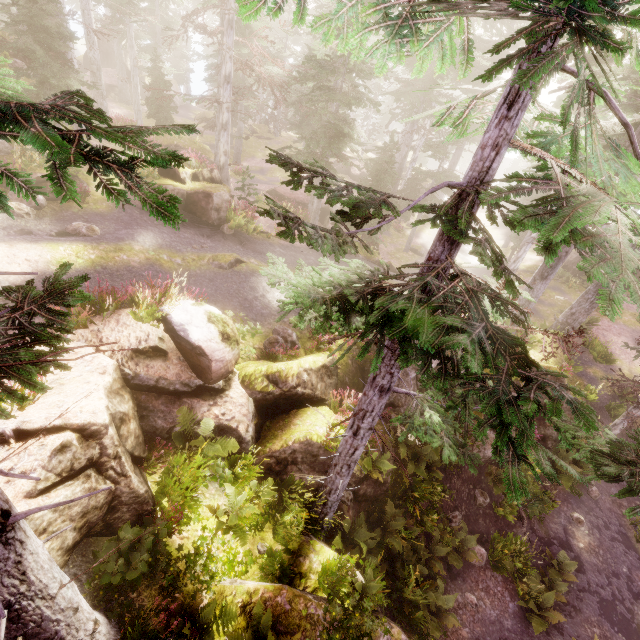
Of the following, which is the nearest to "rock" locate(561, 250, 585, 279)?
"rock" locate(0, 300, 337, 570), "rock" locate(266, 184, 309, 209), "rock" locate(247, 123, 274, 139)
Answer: "rock" locate(0, 300, 337, 570)

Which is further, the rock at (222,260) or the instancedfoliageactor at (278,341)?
the rock at (222,260)

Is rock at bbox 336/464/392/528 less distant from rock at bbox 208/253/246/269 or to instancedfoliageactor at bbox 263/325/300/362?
instancedfoliageactor at bbox 263/325/300/362

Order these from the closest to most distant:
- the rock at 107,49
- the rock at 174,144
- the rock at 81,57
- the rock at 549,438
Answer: the rock at 549,438 < the rock at 174,144 < the rock at 81,57 < the rock at 107,49

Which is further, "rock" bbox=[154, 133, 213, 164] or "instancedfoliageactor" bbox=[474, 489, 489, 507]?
"rock" bbox=[154, 133, 213, 164]

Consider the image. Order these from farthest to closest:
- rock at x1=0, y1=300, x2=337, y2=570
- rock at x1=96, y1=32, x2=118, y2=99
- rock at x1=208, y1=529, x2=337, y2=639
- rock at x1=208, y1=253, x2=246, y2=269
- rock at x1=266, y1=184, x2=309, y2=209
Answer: rock at x1=96, y1=32, x2=118, y2=99, rock at x1=266, y1=184, x2=309, y2=209, rock at x1=208, y1=253, x2=246, y2=269, rock at x1=208, y1=529, x2=337, y2=639, rock at x1=0, y1=300, x2=337, y2=570

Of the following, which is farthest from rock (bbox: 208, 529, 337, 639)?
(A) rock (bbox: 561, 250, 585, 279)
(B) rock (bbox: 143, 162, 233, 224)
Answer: (A) rock (bbox: 561, 250, 585, 279)

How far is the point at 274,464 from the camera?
9.38m
